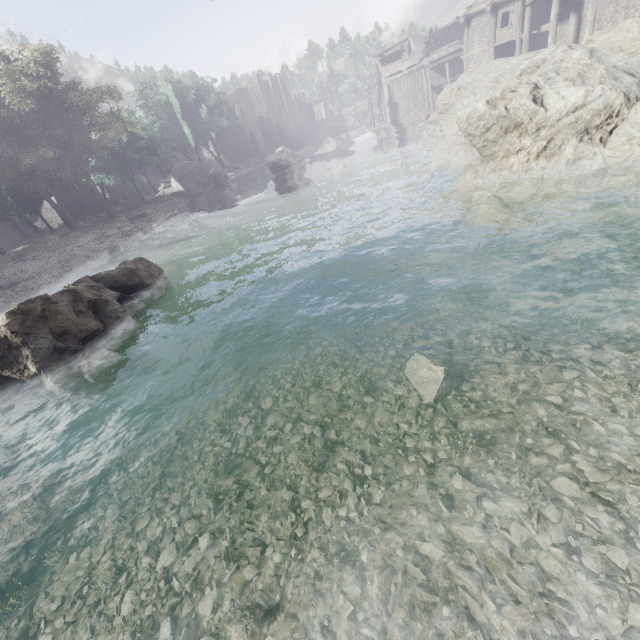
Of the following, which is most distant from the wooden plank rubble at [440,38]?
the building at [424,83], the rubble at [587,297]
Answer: the rubble at [587,297]

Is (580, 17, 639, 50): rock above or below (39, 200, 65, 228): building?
above

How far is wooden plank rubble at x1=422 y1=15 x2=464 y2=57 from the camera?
43.6 meters

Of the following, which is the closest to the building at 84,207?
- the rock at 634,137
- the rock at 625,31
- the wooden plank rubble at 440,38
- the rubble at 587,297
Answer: the wooden plank rubble at 440,38

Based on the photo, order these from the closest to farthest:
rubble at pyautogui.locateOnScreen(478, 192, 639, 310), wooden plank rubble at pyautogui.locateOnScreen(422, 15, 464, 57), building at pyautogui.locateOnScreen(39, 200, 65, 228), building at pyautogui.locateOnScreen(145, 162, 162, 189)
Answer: rubble at pyautogui.locateOnScreen(478, 192, 639, 310)
building at pyautogui.locateOnScreen(39, 200, 65, 228)
wooden plank rubble at pyautogui.locateOnScreen(422, 15, 464, 57)
building at pyautogui.locateOnScreen(145, 162, 162, 189)

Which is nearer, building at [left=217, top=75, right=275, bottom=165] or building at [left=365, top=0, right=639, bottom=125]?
building at [left=365, top=0, right=639, bottom=125]

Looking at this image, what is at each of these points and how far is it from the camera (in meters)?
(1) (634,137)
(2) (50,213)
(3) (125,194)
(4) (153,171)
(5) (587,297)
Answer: (1) rock, 7.15
(2) building, 40.94
(3) building, 47.38
(4) building, 52.44
(5) rubble, 6.59

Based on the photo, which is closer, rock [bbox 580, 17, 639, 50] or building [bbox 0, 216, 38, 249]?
rock [bbox 580, 17, 639, 50]
